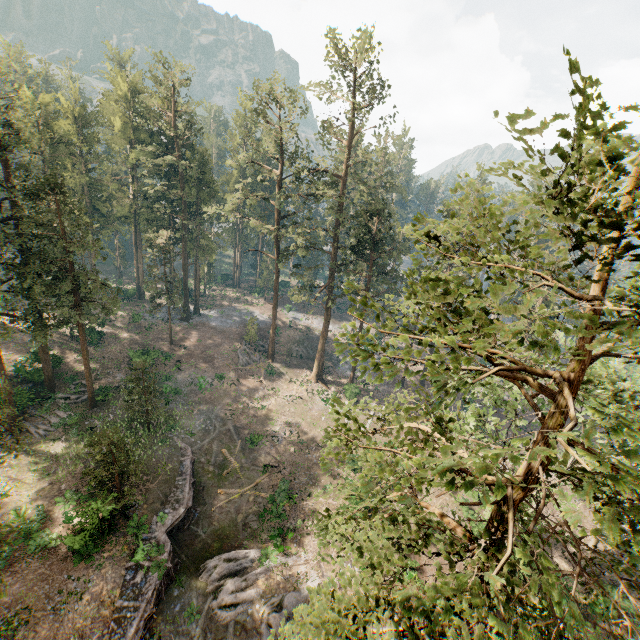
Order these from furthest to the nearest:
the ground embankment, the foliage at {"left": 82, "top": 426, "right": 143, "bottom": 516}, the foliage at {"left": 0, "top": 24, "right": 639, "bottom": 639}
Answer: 1. the foliage at {"left": 82, "top": 426, "right": 143, "bottom": 516}
2. the ground embankment
3. the foliage at {"left": 0, "top": 24, "right": 639, "bottom": 639}

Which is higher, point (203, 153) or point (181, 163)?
point (203, 153)

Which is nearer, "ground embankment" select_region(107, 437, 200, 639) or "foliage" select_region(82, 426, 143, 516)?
"ground embankment" select_region(107, 437, 200, 639)

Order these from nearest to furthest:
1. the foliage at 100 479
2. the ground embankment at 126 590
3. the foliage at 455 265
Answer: the foliage at 455 265, the ground embankment at 126 590, the foliage at 100 479

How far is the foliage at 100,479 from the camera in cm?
2022

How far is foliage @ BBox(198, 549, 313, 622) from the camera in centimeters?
2053cm

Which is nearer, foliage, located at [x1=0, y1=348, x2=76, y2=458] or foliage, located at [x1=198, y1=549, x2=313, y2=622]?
foliage, located at [x1=0, y1=348, x2=76, y2=458]
